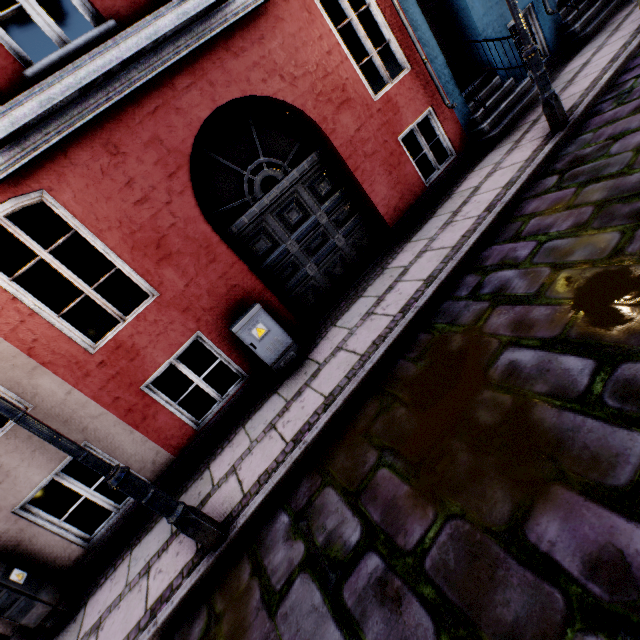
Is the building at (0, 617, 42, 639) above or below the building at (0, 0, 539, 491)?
below

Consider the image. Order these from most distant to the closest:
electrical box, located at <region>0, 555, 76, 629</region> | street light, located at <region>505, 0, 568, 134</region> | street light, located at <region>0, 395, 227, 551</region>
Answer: street light, located at <region>505, 0, 568, 134</region>
electrical box, located at <region>0, 555, 76, 629</region>
street light, located at <region>0, 395, 227, 551</region>

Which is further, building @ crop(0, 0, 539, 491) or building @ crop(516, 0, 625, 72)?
building @ crop(516, 0, 625, 72)

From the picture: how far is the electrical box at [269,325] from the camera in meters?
4.6

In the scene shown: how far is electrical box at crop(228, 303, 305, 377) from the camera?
4.55m

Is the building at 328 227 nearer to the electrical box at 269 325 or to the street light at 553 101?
the electrical box at 269 325

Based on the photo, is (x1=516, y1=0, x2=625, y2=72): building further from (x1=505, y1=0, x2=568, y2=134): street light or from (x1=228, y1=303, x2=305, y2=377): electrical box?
(x1=505, y1=0, x2=568, y2=134): street light

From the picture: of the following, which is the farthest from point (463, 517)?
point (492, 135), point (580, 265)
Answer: point (492, 135)
